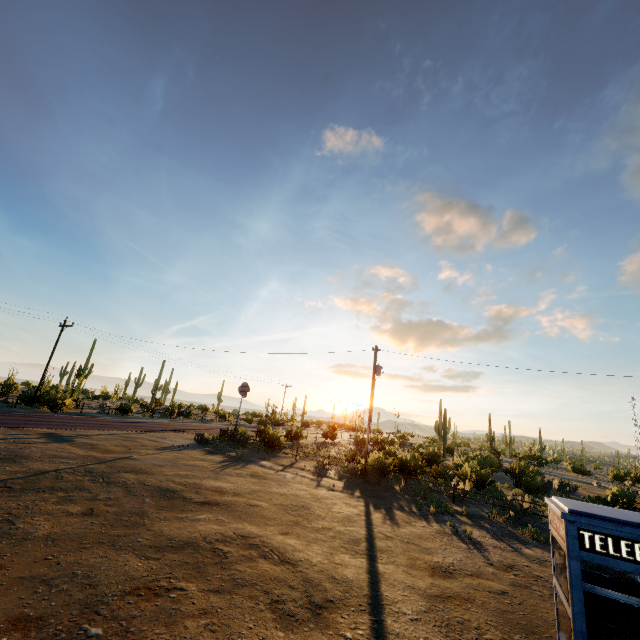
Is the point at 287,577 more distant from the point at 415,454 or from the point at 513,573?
the point at 415,454
